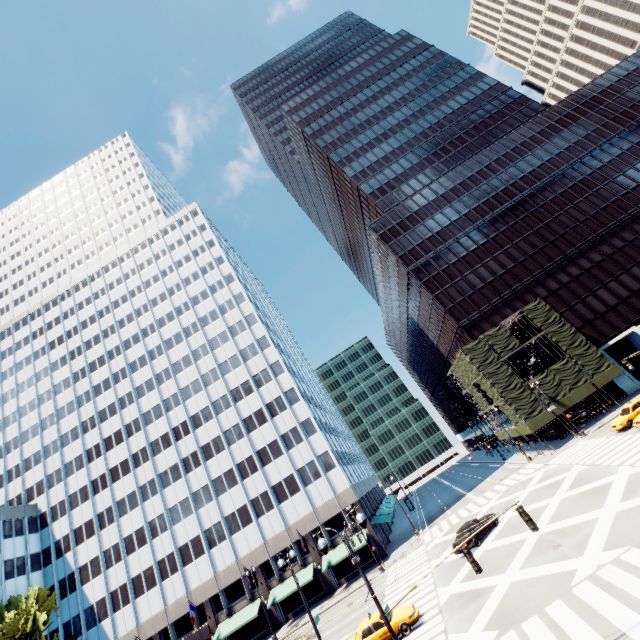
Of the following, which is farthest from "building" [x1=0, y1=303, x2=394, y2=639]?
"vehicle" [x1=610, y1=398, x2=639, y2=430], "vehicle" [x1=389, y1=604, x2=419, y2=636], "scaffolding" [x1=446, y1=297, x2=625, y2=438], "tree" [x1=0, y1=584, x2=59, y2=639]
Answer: "vehicle" [x1=610, y1=398, x2=639, y2=430]

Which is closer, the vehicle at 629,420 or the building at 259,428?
the vehicle at 629,420

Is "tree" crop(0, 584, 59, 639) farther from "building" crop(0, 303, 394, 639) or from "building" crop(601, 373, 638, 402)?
"building" crop(601, 373, 638, 402)

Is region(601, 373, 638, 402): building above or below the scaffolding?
below

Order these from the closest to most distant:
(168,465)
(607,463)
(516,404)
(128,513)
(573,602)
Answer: (573,602) → (607,463) → (516,404) → (128,513) → (168,465)

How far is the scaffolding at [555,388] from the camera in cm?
3944

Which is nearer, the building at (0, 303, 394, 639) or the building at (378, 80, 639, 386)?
the building at (0, 303, 394, 639)

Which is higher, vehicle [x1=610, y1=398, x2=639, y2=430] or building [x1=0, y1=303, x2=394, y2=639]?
building [x1=0, y1=303, x2=394, y2=639]
